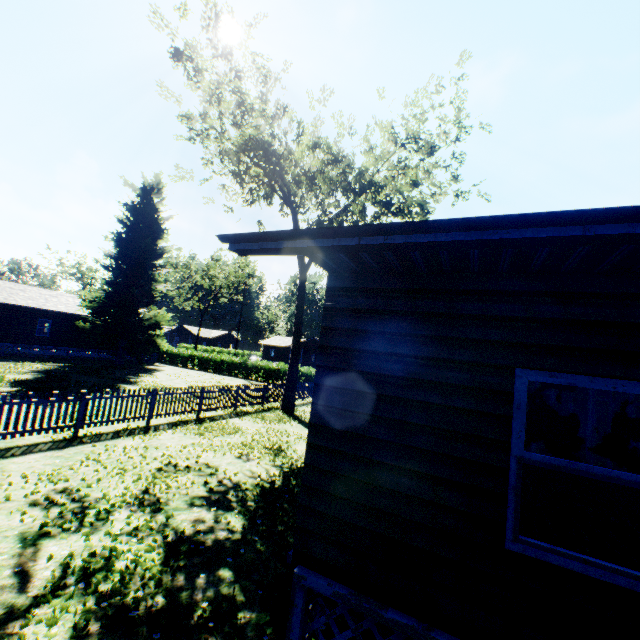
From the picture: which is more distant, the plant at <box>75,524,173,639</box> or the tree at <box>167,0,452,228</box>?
the tree at <box>167,0,452,228</box>

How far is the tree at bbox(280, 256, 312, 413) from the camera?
18.1 meters

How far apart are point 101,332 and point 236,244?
34.1m

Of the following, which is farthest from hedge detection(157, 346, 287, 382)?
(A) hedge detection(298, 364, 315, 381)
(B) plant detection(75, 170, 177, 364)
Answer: (B) plant detection(75, 170, 177, 364)

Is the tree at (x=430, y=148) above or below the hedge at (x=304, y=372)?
above

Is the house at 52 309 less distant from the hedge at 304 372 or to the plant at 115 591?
the plant at 115 591

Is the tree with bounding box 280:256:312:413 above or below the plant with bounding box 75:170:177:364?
below

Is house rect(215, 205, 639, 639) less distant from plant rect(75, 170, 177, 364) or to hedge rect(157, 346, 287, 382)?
plant rect(75, 170, 177, 364)
